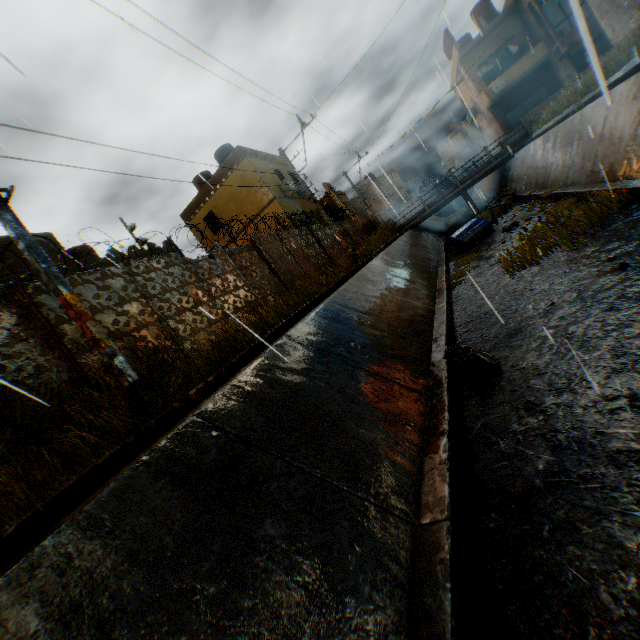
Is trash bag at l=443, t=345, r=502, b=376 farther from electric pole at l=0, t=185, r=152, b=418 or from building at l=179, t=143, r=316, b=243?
building at l=179, t=143, r=316, b=243

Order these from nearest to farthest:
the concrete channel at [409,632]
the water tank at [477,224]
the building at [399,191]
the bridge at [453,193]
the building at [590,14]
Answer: the concrete channel at [409,632], the water tank at [477,224], the building at [590,14], the bridge at [453,193], the building at [399,191]

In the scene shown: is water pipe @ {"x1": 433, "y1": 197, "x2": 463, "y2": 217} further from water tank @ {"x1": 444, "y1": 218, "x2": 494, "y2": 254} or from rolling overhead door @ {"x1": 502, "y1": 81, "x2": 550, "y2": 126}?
water tank @ {"x1": 444, "y1": 218, "x2": 494, "y2": 254}

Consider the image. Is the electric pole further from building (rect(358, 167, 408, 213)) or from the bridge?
the bridge

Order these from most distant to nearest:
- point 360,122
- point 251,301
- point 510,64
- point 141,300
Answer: point 510,64 → point 251,301 → point 141,300 → point 360,122

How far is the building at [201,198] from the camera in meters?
20.8 m

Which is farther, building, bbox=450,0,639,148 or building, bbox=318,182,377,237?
building, bbox=318,182,377,237

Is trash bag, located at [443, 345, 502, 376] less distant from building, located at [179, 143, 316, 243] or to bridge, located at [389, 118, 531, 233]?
building, located at [179, 143, 316, 243]
